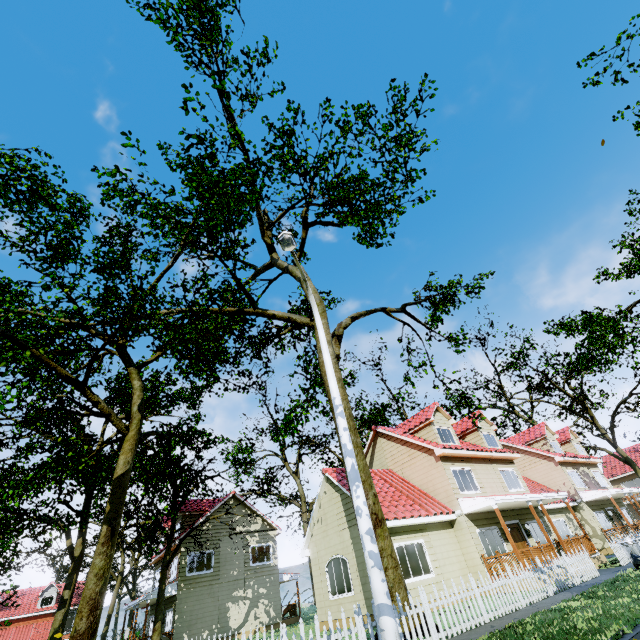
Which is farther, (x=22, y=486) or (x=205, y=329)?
(x=205, y=329)

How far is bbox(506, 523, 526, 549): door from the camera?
17.28m

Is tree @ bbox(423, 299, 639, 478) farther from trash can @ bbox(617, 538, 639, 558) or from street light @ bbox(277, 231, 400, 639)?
trash can @ bbox(617, 538, 639, 558)

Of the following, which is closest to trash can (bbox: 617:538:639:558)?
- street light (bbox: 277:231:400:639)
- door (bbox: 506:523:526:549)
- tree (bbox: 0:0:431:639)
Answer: door (bbox: 506:523:526:549)

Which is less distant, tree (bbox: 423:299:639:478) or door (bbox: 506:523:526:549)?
tree (bbox: 423:299:639:478)

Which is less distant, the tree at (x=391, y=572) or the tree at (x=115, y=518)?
the tree at (x=391, y=572)

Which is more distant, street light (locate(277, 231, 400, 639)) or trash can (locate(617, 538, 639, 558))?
trash can (locate(617, 538, 639, 558))

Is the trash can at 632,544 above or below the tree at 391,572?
below
